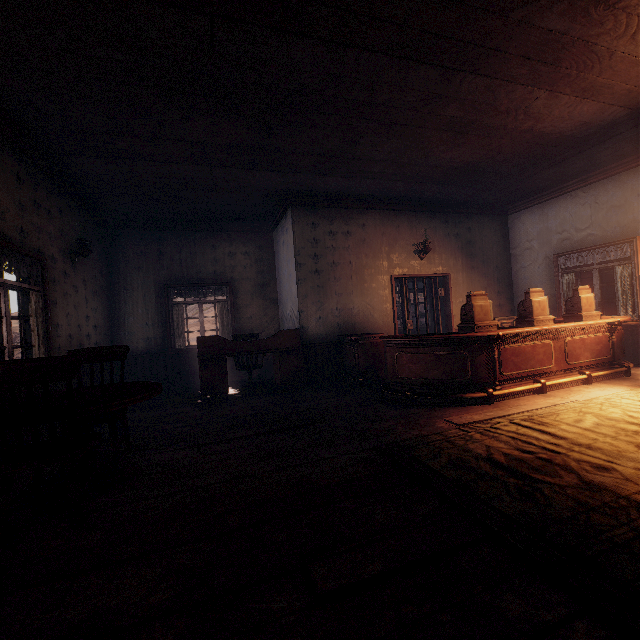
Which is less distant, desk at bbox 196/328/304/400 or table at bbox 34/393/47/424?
table at bbox 34/393/47/424

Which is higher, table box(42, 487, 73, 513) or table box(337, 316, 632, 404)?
table box(337, 316, 632, 404)

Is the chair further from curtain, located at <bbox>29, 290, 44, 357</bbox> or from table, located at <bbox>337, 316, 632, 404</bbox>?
table, located at <bbox>337, 316, 632, 404</bbox>

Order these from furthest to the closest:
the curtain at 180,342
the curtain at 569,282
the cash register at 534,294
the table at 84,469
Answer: the curtain at 180,342
the curtain at 569,282
the cash register at 534,294
the table at 84,469

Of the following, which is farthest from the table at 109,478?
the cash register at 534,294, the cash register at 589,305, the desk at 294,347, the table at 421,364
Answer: the cash register at 589,305

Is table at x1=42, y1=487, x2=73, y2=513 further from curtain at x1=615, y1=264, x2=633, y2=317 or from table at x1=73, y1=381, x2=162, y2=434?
curtain at x1=615, y1=264, x2=633, y2=317

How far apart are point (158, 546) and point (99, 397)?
1.4 meters

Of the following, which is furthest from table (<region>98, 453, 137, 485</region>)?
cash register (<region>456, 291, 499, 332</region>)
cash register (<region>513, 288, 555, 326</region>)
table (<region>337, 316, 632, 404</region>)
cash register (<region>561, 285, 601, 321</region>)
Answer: cash register (<region>561, 285, 601, 321</region>)
